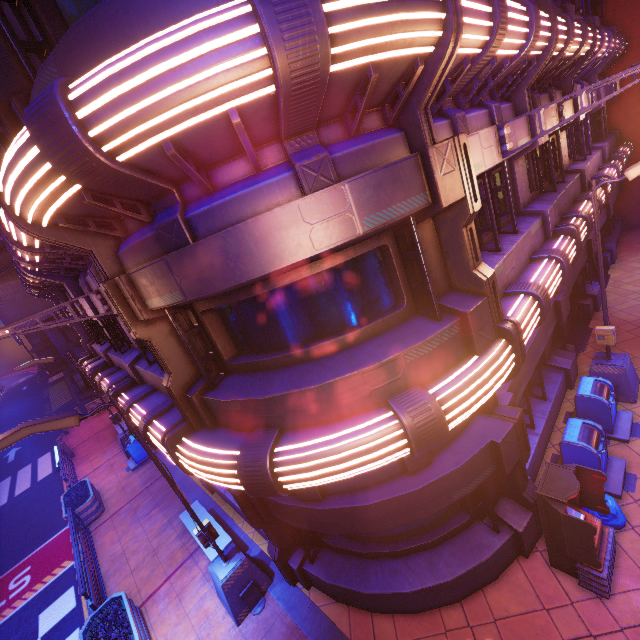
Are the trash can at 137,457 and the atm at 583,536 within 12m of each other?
no

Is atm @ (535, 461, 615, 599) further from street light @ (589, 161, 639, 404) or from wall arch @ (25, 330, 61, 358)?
wall arch @ (25, 330, 61, 358)

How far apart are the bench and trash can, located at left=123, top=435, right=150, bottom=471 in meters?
6.1

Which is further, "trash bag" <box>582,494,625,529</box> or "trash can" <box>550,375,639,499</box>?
"trash can" <box>550,375,639,499</box>

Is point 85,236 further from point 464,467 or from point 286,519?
point 464,467

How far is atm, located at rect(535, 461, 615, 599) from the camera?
5.07m

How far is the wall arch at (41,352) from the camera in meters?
48.8

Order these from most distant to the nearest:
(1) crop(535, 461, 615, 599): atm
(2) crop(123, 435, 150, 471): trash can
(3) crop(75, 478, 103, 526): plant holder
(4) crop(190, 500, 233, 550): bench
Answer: (2) crop(123, 435, 150, 471): trash can → (3) crop(75, 478, 103, 526): plant holder → (4) crop(190, 500, 233, 550): bench → (1) crop(535, 461, 615, 599): atm
